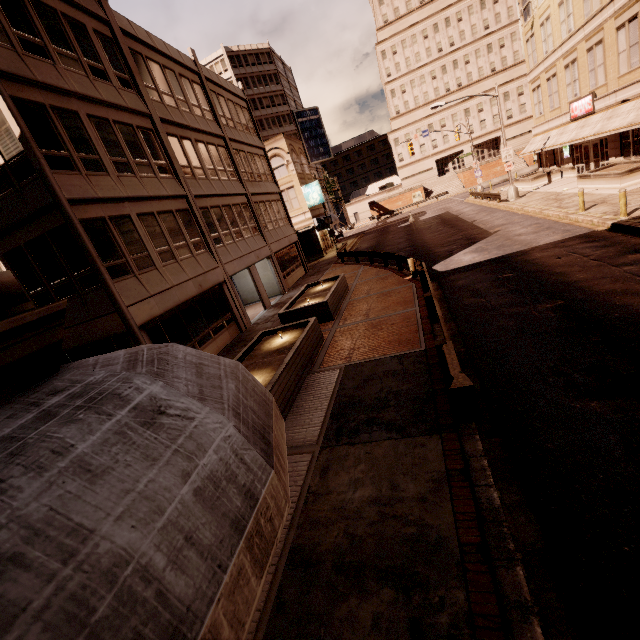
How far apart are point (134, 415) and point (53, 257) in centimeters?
1265cm

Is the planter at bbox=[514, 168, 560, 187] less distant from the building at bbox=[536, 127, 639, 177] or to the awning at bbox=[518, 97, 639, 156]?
the building at bbox=[536, 127, 639, 177]

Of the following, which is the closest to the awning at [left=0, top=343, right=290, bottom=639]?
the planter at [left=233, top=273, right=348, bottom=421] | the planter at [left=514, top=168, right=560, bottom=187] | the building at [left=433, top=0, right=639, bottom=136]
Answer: the planter at [left=233, top=273, right=348, bottom=421]

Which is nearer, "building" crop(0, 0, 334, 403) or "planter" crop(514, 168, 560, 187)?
"building" crop(0, 0, 334, 403)

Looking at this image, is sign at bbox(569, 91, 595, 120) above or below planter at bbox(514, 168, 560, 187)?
above

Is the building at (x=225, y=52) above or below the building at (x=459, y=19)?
above

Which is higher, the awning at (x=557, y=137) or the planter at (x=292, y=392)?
the awning at (x=557, y=137)

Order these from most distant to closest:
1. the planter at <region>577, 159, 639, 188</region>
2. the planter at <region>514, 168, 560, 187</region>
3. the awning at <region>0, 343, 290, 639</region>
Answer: the planter at <region>514, 168, 560, 187</region>
the planter at <region>577, 159, 639, 188</region>
the awning at <region>0, 343, 290, 639</region>
